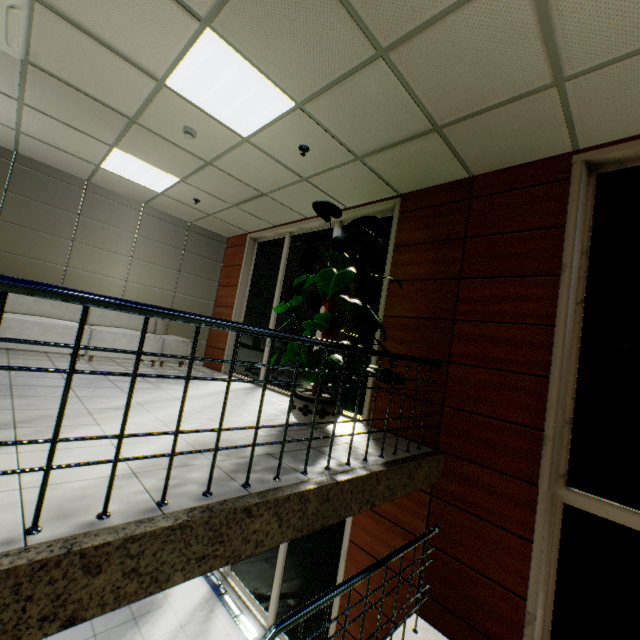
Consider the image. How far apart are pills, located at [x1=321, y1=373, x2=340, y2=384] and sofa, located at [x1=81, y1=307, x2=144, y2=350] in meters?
4.0 m

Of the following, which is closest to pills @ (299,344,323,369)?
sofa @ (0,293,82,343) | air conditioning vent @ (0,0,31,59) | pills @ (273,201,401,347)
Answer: pills @ (273,201,401,347)

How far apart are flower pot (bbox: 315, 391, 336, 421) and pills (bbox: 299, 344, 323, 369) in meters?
0.4

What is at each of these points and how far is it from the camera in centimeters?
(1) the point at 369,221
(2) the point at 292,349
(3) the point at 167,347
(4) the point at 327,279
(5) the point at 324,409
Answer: (1) pills, 402cm
(2) pills, 339cm
(3) sofa, 646cm
(4) pills, 328cm
(5) flower pot, 355cm

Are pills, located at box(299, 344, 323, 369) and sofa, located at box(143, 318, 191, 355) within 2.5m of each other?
no

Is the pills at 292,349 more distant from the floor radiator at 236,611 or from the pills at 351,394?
the floor radiator at 236,611

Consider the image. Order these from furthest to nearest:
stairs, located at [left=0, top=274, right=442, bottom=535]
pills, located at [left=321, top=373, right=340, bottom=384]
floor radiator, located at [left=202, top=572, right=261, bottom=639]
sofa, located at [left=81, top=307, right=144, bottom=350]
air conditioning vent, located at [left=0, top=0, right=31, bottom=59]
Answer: sofa, located at [left=81, top=307, right=144, bottom=350] < floor radiator, located at [left=202, top=572, right=261, bottom=639] < pills, located at [left=321, top=373, right=340, bottom=384] < air conditioning vent, located at [left=0, top=0, right=31, bottom=59] < stairs, located at [left=0, top=274, right=442, bottom=535]

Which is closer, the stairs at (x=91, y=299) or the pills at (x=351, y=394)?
the stairs at (x=91, y=299)
